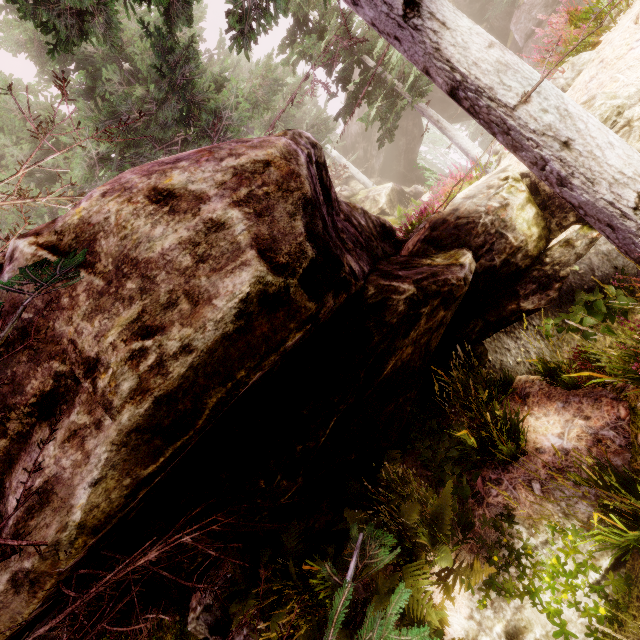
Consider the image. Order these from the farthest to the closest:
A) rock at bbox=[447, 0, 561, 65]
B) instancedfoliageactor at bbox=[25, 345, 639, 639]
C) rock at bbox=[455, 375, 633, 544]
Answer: rock at bbox=[447, 0, 561, 65] → rock at bbox=[455, 375, 633, 544] → instancedfoliageactor at bbox=[25, 345, 639, 639]

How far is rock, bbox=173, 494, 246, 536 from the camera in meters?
3.5

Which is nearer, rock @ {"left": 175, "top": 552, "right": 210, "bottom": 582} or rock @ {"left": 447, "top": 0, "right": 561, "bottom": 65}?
rock @ {"left": 175, "top": 552, "right": 210, "bottom": 582}

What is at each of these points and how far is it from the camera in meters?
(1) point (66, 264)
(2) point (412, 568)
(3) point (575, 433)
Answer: (1) instancedfoliageactor, 1.5
(2) instancedfoliageactor, 3.6
(3) rock, 4.4

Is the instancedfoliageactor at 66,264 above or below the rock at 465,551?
above
